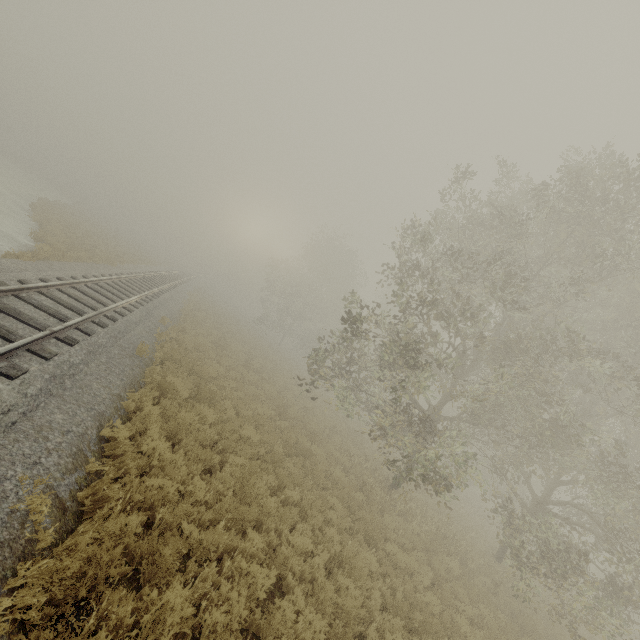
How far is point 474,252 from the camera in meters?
11.0
